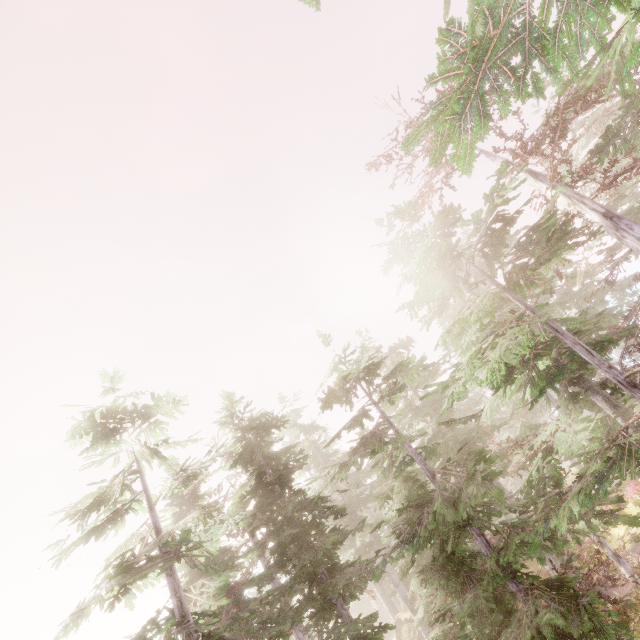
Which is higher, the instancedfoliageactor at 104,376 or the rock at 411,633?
the instancedfoliageactor at 104,376

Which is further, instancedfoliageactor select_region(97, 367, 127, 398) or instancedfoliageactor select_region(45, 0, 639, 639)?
instancedfoliageactor select_region(97, 367, 127, 398)

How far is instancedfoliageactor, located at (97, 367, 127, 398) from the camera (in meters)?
15.40

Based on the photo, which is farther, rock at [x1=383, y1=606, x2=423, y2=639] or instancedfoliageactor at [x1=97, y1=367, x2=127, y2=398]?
rock at [x1=383, y1=606, x2=423, y2=639]

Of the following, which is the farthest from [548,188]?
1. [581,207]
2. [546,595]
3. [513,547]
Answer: [546,595]

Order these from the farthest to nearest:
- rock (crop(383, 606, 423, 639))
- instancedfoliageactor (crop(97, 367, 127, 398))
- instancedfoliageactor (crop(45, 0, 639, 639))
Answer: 1. rock (crop(383, 606, 423, 639))
2. instancedfoliageactor (crop(97, 367, 127, 398))
3. instancedfoliageactor (crop(45, 0, 639, 639))

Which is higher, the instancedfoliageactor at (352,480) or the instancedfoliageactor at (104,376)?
the instancedfoliageactor at (104,376)
